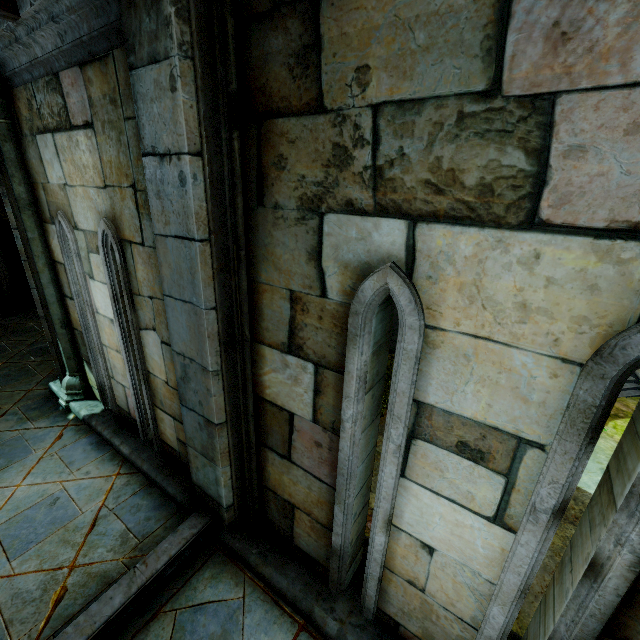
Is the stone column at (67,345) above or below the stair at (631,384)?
above

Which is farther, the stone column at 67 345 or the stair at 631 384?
→ the stair at 631 384

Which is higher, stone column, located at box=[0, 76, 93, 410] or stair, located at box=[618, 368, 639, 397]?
stone column, located at box=[0, 76, 93, 410]

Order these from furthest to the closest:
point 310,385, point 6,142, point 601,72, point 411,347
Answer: point 6,142, point 310,385, point 411,347, point 601,72

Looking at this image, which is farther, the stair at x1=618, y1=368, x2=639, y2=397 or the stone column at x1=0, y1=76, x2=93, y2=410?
the stair at x1=618, y1=368, x2=639, y2=397
